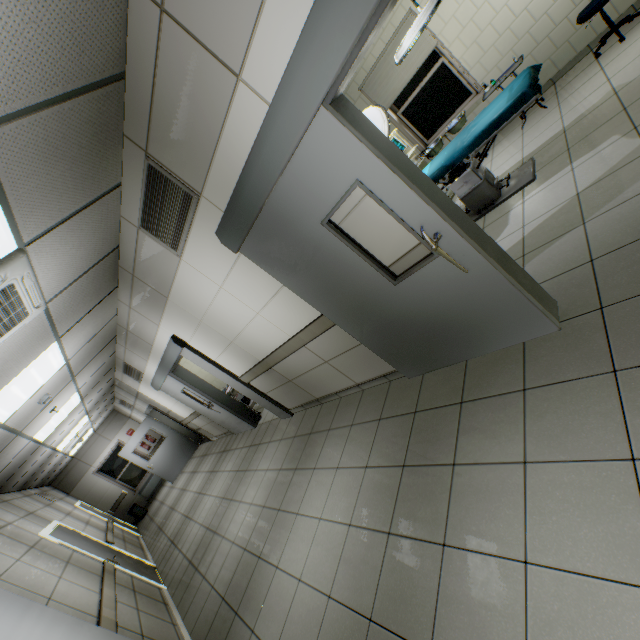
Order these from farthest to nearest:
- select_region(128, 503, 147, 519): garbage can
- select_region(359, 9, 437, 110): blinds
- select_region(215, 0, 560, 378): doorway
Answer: select_region(128, 503, 147, 519): garbage can < select_region(359, 9, 437, 110): blinds < select_region(215, 0, 560, 378): doorway

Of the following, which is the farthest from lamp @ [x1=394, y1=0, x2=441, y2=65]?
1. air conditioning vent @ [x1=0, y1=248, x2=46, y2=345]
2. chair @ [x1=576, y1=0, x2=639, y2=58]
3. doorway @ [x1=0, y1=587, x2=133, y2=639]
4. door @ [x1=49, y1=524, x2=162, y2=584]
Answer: door @ [x1=49, y1=524, x2=162, y2=584]

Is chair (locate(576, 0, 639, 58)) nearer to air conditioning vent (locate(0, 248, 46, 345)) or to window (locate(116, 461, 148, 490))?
air conditioning vent (locate(0, 248, 46, 345))

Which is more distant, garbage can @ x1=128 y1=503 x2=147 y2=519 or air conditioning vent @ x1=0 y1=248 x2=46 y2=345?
garbage can @ x1=128 y1=503 x2=147 y2=519

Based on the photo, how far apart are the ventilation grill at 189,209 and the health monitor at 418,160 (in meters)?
3.54

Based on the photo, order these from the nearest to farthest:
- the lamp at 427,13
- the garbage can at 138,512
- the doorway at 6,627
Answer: the doorway at 6,627 → the lamp at 427,13 → the garbage can at 138,512

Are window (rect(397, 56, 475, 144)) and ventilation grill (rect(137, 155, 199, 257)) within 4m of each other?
no

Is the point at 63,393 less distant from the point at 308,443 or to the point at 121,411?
the point at 308,443
